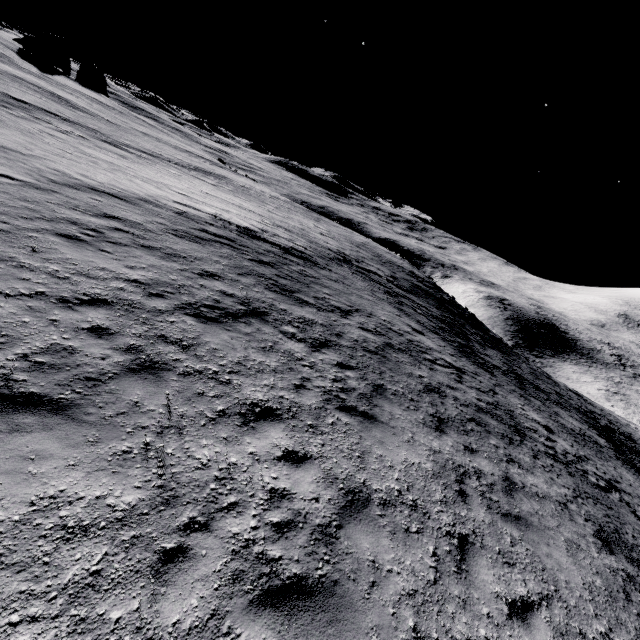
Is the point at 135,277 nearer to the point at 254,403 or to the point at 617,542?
the point at 254,403
